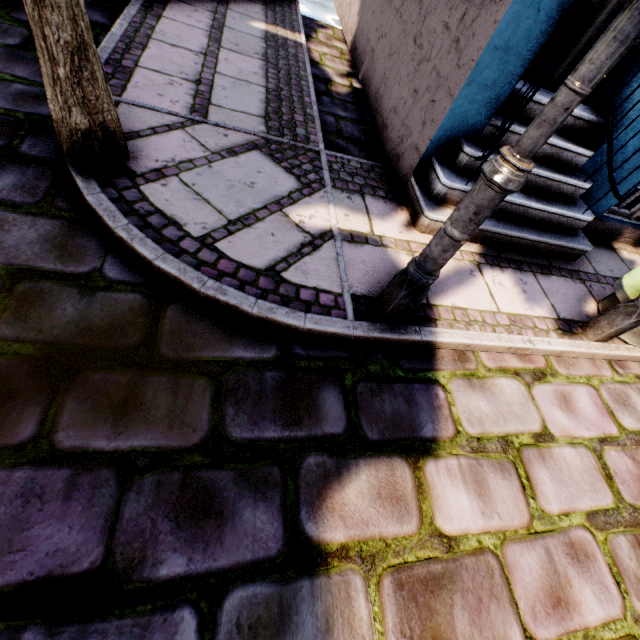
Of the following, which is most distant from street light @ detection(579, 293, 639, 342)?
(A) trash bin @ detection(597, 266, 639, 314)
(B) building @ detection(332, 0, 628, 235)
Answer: (B) building @ detection(332, 0, 628, 235)

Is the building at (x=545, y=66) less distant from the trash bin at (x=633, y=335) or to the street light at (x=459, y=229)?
the trash bin at (x=633, y=335)

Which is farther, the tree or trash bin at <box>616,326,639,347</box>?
trash bin at <box>616,326,639,347</box>

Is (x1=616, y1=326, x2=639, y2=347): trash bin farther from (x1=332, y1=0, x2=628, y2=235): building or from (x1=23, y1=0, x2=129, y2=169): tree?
(x1=23, y1=0, x2=129, y2=169): tree

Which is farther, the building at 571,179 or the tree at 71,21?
the building at 571,179

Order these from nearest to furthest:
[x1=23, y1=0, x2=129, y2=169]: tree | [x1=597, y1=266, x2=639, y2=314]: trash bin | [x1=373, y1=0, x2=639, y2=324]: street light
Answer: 1. [x1=373, y1=0, x2=639, y2=324]: street light
2. [x1=23, y1=0, x2=129, y2=169]: tree
3. [x1=597, y1=266, x2=639, y2=314]: trash bin

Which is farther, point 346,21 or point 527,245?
→ point 346,21

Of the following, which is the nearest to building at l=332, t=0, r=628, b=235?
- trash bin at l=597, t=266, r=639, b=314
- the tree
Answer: trash bin at l=597, t=266, r=639, b=314
